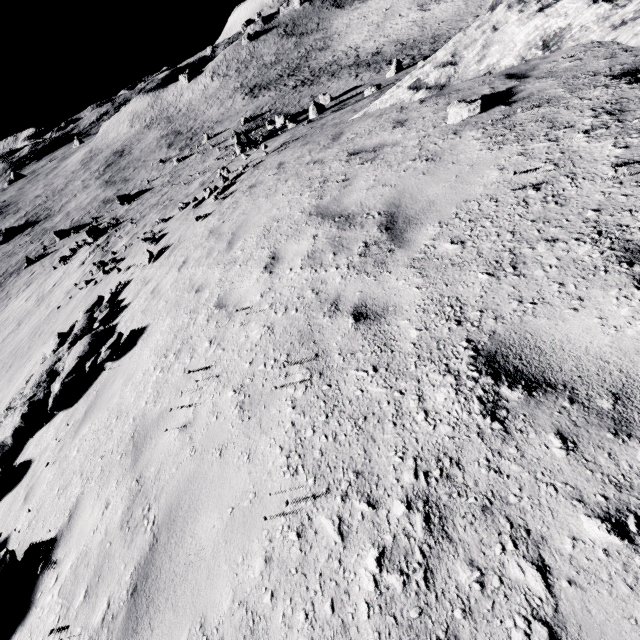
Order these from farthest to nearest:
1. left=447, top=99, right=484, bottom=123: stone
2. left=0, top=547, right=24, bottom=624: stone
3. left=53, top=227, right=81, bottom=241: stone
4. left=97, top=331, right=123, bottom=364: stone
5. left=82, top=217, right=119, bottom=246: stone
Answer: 1. left=53, top=227, right=81, bottom=241: stone
2. left=82, top=217, right=119, bottom=246: stone
3. left=97, top=331, right=123, bottom=364: stone
4. left=447, top=99, right=484, bottom=123: stone
5. left=0, top=547, right=24, bottom=624: stone

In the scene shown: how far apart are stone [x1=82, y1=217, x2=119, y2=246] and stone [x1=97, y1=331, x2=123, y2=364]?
33.28m

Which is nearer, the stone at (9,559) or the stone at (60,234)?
the stone at (9,559)

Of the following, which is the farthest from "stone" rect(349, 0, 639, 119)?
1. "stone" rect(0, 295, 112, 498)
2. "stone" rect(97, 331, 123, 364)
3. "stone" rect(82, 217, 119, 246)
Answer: "stone" rect(82, 217, 119, 246)

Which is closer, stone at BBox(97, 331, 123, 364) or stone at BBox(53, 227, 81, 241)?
stone at BBox(97, 331, 123, 364)

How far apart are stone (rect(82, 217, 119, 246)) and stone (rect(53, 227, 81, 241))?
15.4m

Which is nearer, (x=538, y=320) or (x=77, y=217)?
(x=538, y=320)

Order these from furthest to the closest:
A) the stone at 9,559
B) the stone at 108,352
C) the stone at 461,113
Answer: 1. the stone at 108,352
2. the stone at 461,113
3. the stone at 9,559
